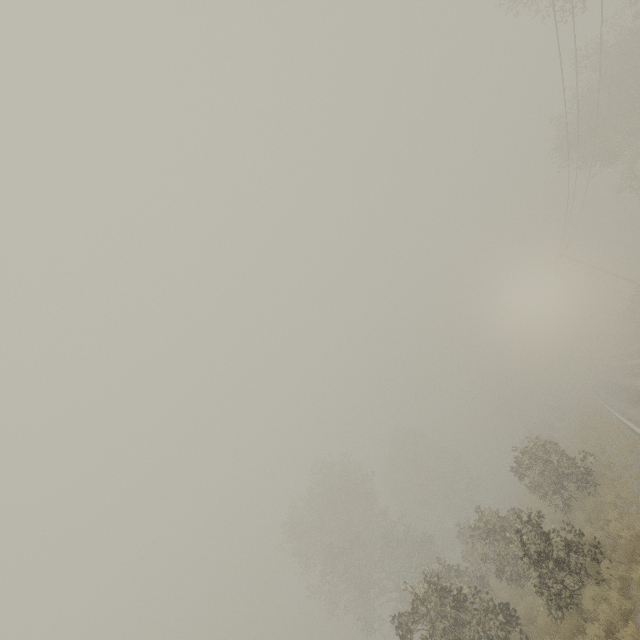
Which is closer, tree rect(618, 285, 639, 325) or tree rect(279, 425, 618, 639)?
tree rect(279, 425, 618, 639)

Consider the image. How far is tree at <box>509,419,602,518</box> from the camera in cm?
1566

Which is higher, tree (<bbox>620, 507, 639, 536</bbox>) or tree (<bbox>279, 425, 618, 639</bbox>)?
tree (<bbox>279, 425, 618, 639</bbox>)

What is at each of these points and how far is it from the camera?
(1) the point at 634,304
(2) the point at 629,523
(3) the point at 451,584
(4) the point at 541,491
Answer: (1) tree, 45.4 meters
(2) tree, 10.4 meters
(3) tree, 11.8 meters
(4) tree, 16.8 meters

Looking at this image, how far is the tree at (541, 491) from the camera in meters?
15.7

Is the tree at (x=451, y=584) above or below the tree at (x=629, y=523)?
above

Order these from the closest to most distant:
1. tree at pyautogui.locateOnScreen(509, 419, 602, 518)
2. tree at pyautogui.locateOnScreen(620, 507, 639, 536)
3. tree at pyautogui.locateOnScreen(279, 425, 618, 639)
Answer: tree at pyautogui.locateOnScreen(620, 507, 639, 536) < tree at pyautogui.locateOnScreen(279, 425, 618, 639) < tree at pyautogui.locateOnScreen(509, 419, 602, 518)
